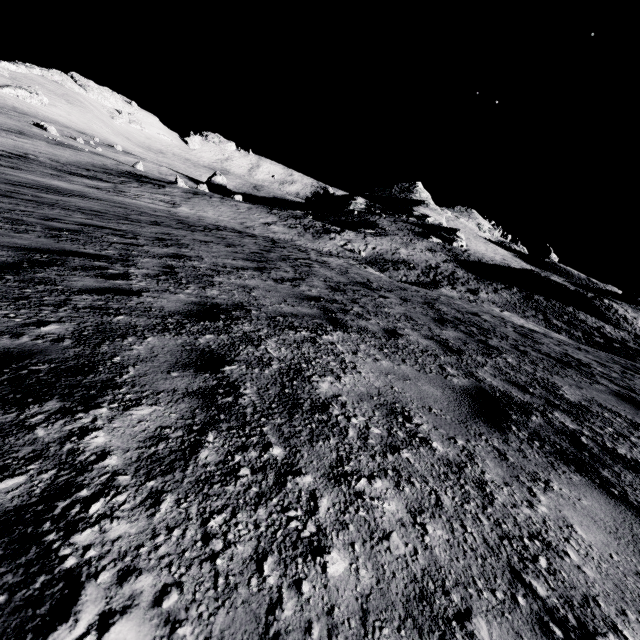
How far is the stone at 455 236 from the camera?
49.5m

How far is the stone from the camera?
49.5 meters

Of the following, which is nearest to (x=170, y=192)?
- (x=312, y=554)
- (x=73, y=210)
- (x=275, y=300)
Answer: (x=73, y=210)
